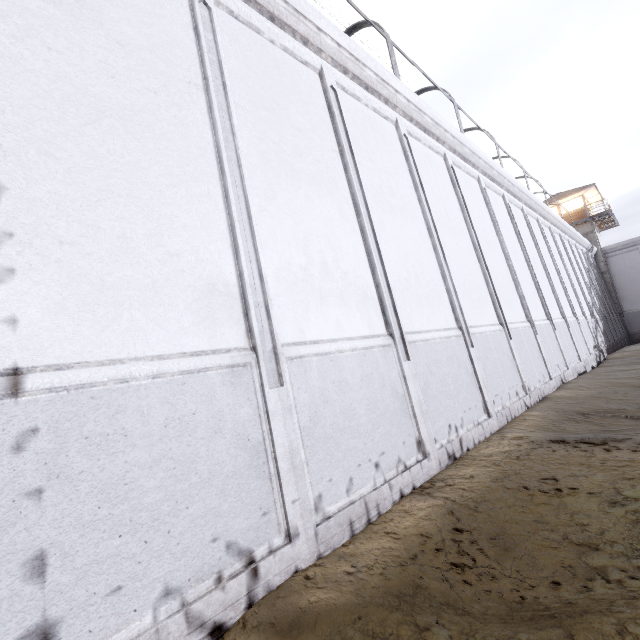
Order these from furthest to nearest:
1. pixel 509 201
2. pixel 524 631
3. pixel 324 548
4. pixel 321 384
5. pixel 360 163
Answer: pixel 509 201, pixel 360 163, pixel 321 384, pixel 324 548, pixel 524 631

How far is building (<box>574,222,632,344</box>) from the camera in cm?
2882

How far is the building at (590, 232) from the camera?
28.8m
